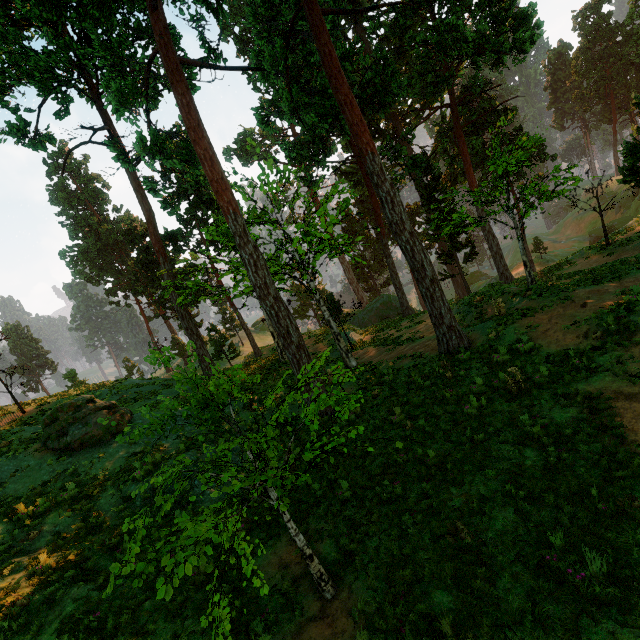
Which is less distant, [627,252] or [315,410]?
[315,410]

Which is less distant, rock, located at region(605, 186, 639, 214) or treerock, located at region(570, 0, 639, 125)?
Answer: treerock, located at region(570, 0, 639, 125)

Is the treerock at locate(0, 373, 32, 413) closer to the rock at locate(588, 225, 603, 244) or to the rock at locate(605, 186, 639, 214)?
the rock at locate(605, 186, 639, 214)

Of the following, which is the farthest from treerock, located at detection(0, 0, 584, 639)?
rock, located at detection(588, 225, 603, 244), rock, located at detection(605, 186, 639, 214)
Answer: rock, located at detection(588, 225, 603, 244)

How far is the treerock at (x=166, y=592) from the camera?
3.7m

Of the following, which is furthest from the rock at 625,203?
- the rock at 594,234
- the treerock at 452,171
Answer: the treerock at 452,171

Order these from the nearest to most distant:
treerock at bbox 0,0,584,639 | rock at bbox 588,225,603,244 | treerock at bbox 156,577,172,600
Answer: treerock at bbox 156,577,172,600
treerock at bbox 0,0,584,639
rock at bbox 588,225,603,244
